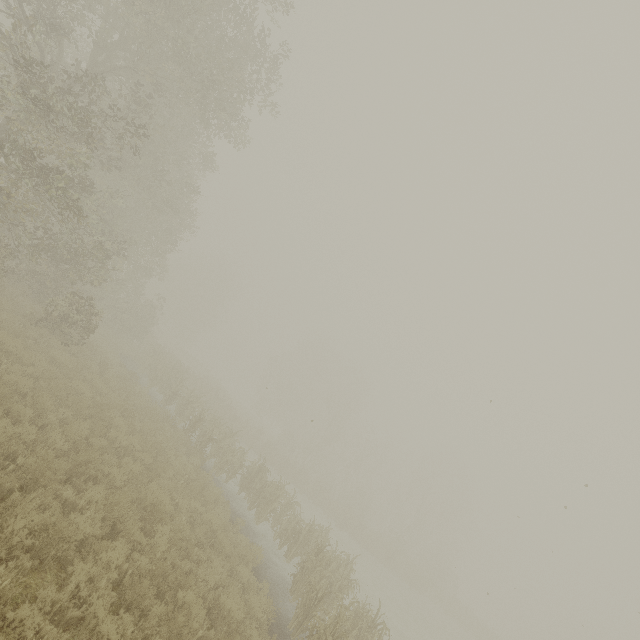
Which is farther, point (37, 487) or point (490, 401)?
point (490, 401)
